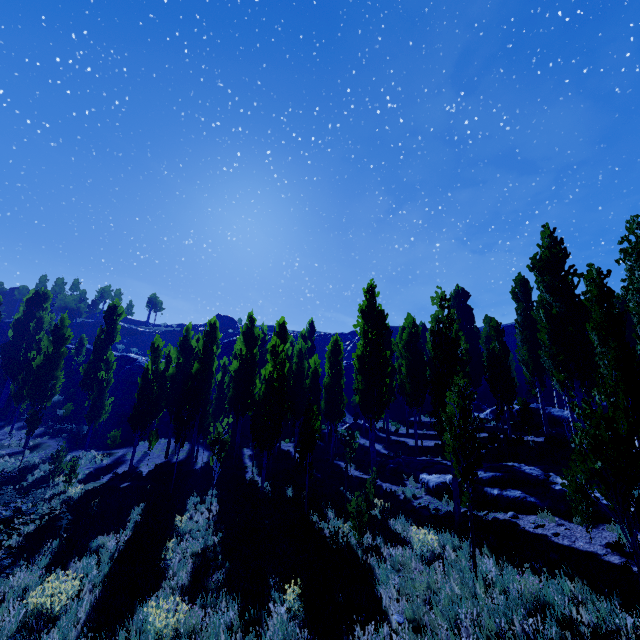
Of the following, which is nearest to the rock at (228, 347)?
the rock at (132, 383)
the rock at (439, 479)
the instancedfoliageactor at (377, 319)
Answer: the rock at (132, 383)

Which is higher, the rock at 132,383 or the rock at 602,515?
the rock at 132,383

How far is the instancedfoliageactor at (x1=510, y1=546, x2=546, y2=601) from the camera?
6.35m

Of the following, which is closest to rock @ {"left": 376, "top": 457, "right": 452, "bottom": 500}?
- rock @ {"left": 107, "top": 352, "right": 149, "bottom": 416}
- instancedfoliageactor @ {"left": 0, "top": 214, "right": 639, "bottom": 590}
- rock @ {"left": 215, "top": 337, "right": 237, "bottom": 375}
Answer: instancedfoliageactor @ {"left": 0, "top": 214, "right": 639, "bottom": 590}

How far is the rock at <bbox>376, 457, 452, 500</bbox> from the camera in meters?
14.2 m

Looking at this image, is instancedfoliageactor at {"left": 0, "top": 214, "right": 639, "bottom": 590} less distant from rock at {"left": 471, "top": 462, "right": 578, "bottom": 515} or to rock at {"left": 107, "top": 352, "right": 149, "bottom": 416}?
rock at {"left": 471, "top": 462, "right": 578, "bottom": 515}

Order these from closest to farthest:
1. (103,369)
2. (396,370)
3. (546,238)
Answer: (546,238), (103,369), (396,370)
